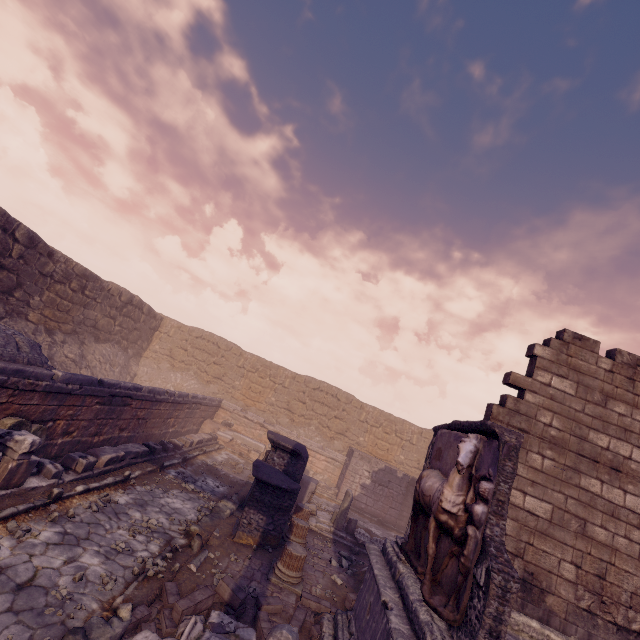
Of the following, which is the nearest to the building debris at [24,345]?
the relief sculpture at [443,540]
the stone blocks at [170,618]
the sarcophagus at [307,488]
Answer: the stone blocks at [170,618]

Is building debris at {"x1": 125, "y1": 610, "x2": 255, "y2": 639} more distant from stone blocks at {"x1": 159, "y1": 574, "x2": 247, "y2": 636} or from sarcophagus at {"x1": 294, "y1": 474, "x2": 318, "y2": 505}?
sarcophagus at {"x1": 294, "y1": 474, "x2": 318, "y2": 505}

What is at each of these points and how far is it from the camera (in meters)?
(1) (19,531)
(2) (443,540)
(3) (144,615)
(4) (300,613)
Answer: (1) rocks, 4.89
(2) relief sculpture, 4.24
(3) stone blocks, 4.38
(4) stone blocks, 5.72

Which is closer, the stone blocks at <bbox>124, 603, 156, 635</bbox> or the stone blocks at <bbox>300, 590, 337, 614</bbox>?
the stone blocks at <bbox>124, 603, 156, 635</bbox>

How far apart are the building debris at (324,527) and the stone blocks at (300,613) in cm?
516

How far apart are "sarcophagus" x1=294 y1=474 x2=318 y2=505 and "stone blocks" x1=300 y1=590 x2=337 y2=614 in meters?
6.0 m

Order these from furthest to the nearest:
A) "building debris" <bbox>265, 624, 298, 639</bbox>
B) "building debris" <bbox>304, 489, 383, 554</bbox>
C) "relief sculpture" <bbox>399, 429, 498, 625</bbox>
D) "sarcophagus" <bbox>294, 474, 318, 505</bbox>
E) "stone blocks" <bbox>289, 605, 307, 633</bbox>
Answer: "sarcophagus" <bbox>294, 474, 318, 505</bbox> → "building debris" <bbox>304, 489, 383, 554</bbox> → "stone blocks" <bbox>289, 605, 307, 633</bbox> → "building debris" <bbox>265, 624, 298, 639</bbox> → "relief sculpture" <bbox>399, 429, 498, 625</bbox>

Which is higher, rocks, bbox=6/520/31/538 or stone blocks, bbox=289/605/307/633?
stone blocks, bbox=289/605/307/633
